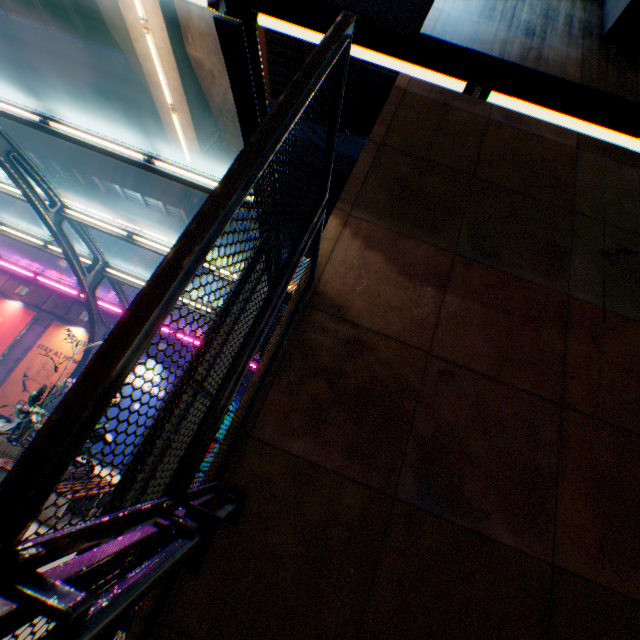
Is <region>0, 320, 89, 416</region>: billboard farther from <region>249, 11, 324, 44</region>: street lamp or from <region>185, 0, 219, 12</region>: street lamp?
<region>249, 11, 324, 44</region>: street lamp

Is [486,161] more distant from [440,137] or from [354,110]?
[354,110]

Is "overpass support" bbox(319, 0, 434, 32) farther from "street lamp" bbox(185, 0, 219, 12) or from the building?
the building

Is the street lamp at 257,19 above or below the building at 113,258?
below

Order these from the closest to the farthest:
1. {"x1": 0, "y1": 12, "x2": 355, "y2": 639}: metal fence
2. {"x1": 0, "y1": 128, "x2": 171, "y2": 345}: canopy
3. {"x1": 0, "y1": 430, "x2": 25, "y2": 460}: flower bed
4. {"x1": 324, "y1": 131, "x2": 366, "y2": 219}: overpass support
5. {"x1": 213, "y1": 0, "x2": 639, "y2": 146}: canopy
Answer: {"x1": 0, "y1": 12, "x2": 355, "y2": 639}: metal fence → {"x1": 213, "y1": 0, "x2": 639, "y2": 146}: canopy → {"x1": 0, "y1": 430, "x2": 25, "y2": 460}: flower bed → {"x1": 0, "y1": 128, "x2": 171, "y2": 345}: canopy → {"x1": 324, "y1": 131, "x2": 366, "y2": 219}: overpass support

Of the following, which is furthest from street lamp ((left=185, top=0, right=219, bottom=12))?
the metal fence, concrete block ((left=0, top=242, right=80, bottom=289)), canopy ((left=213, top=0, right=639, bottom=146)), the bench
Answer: concrete block ((left=0, top=242, right=80, bottom=289))

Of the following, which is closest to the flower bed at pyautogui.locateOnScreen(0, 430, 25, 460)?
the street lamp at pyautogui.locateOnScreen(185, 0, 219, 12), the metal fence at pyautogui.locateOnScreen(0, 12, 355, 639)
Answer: the metal fence at pyautogui.locateOnScreen(0, 12, 355, 639)

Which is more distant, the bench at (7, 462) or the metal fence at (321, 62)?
the bench at (7, 462)
